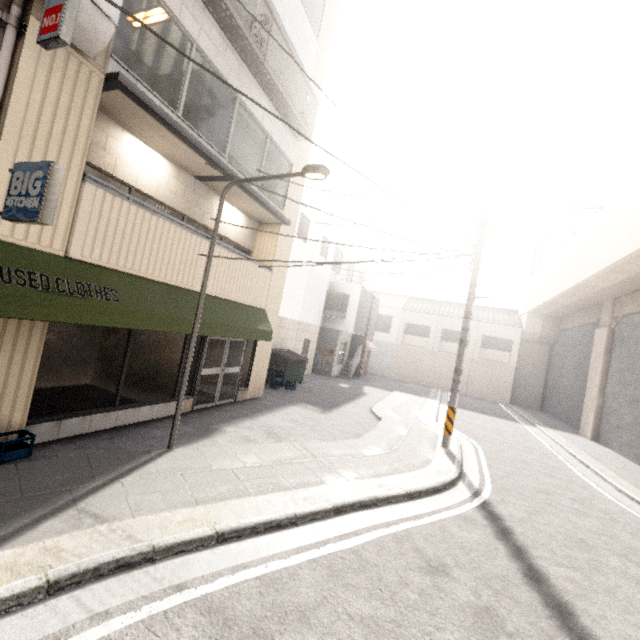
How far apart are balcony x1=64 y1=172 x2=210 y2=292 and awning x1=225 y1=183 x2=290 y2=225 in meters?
1.5

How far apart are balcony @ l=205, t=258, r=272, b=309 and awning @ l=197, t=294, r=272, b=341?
0.01m

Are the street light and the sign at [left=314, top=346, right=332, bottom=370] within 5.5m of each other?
no

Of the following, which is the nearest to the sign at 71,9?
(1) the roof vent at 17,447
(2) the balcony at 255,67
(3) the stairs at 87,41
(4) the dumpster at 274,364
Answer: (3) the stairs at 87,41

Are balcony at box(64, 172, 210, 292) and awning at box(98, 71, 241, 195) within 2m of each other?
yes

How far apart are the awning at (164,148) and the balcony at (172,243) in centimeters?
147cm

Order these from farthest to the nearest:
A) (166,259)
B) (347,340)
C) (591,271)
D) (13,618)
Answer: (347,340)
(591,271)
(166,259)
(13,618)

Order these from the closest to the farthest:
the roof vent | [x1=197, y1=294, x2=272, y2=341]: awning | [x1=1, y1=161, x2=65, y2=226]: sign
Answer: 1. [x1=1, y1=161, x2=65, y2=226]: sign
2. the roof vent
3. [x1=197, y1=294, x2=272, y2=341]: awning
